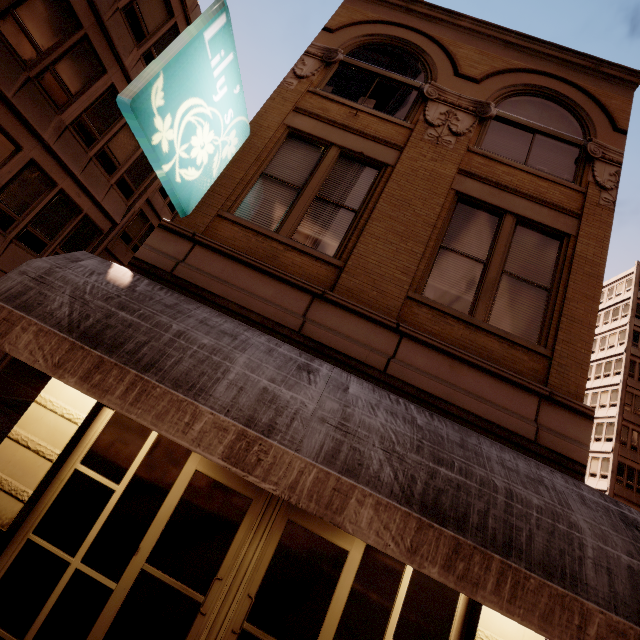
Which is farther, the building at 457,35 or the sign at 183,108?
the building at 457,35

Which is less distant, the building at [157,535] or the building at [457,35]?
the building at [157,535]

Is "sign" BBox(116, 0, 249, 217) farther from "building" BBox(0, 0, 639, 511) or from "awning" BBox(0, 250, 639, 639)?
"awning" BBox(0, 250, 639, 639)

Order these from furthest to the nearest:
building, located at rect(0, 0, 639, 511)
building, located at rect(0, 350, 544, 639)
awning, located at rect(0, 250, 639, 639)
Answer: building, located at rect(0, 0, 639, 511), building, located at rect(0, 350, 544, 639), awning, located at rect(0, 250, 639, 639)

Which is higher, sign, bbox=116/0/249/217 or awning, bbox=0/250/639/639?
sign, bbox=116/0/249/217

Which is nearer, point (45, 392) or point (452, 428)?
point (452, 428)

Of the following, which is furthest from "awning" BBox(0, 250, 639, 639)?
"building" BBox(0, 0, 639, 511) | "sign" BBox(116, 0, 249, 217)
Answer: "sign" BBox(116, 0, 249, 217)
